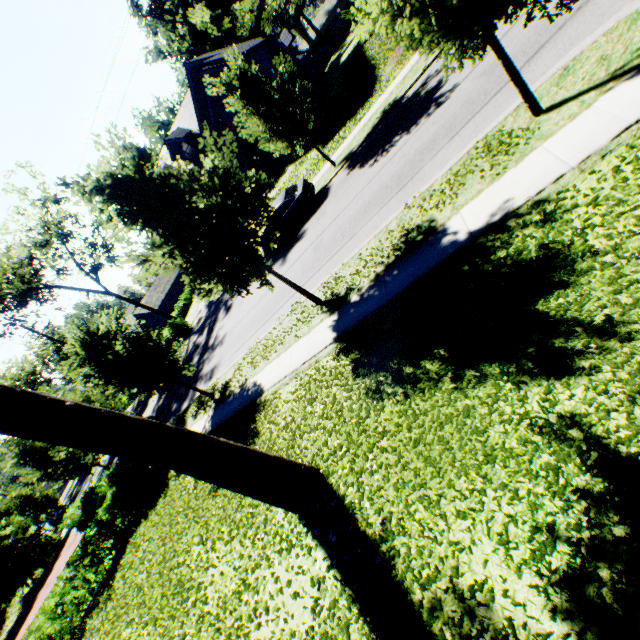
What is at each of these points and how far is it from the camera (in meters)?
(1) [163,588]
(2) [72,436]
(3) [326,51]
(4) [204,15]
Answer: (1) plant, 8.45
(2) tree, 4.11
(3) rock, 51.72
(4) tree, 17.78

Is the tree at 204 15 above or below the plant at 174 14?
below

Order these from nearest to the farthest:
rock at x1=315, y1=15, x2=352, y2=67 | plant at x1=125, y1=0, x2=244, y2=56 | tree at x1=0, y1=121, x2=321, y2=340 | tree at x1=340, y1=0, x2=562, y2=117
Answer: tree at x1=340, y1=0, x2=562, y2=117 < tree at x1=0, y1=121, x2=321, y2=340 < rock at x1=315, y1=15, x2=352, y2=67 < plant at x1=125, y1=0, x2=244, y2=56

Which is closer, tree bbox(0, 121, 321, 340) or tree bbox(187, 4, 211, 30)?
tree bbox(0, 121, 321, 340)

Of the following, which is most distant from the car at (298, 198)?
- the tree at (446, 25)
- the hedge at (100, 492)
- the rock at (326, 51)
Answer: the rock at (326, 51)

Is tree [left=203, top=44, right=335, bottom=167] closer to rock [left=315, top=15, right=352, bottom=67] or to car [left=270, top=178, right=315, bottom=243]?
car [left=270, top=178, right=315, bottom=243]

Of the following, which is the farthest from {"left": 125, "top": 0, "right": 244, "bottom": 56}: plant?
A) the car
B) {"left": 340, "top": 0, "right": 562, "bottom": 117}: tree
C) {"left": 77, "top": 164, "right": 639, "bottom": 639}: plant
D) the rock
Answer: {"left": 77, "top": 164, "right": 639, "bottom": 639}: plant
